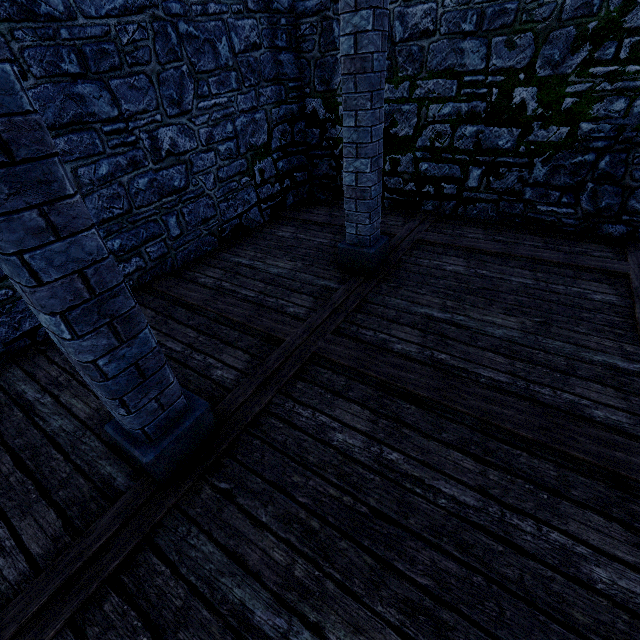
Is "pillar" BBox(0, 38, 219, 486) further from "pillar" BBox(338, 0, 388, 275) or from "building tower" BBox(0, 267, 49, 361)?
"building tower" BBox(0, 267, 49, 361)

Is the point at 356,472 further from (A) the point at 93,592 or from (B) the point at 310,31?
(B) the point at 310,31

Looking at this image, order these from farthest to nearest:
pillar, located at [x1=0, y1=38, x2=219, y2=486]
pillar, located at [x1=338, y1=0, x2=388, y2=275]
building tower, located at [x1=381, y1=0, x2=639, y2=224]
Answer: building tower, located at [x1=381, y1=0, x2=639, y2=224] < pillar, located at [x1=338, y1=0, x2=388, y2=275] < pillar, located at [x1=0, y1=38, x2=219, y2=486]

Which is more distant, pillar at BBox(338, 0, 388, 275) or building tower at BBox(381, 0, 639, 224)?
building tower at BBox(381, 0, 639, 224)

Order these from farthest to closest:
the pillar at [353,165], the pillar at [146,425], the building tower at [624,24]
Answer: the building tower at [624,24] < the pillar at [353,165] < the pillar at [146,425]

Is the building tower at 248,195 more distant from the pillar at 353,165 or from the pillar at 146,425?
the pillar at 146,425
